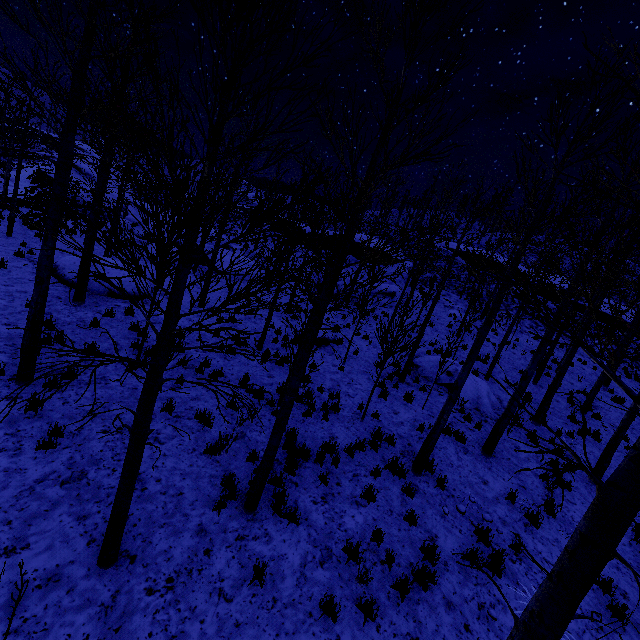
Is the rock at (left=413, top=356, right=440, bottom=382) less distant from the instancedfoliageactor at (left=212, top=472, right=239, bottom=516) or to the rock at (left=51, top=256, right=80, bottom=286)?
the instancedfoliageactor at (left=212, top=472, right=239, bottom=516)

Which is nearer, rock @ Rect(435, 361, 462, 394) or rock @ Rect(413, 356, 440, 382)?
rock @ Rect(435, 361, 462, 394)

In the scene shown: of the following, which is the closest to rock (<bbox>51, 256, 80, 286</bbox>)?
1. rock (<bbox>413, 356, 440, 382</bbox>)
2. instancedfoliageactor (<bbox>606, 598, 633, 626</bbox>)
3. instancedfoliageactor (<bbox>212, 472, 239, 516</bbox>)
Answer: instancedfoliageactor (<bbox>212, 472, 239, 516</bbox>)

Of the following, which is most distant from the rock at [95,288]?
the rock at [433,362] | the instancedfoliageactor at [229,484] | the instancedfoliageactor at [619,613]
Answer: the rock at [433,362]

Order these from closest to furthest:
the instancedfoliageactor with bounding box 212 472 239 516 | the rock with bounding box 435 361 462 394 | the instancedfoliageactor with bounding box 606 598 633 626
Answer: the instancedfoliageactor with bounding box 606 598 633 626
the instancedfoliageactor with bounding box 212 472 239 516
the rock with bounding box 435 361 462 394

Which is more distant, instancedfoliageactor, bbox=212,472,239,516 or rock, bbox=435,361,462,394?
rock, bbox=435,361,462,394

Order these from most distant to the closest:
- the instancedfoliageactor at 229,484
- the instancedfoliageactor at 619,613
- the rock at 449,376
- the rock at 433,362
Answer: the rock at 433,362, the rock at 449,376, the instancedfoliageactor at 229,484, the instancedfoliageactor at 619,613

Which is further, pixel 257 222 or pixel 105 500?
pixel 105 500
